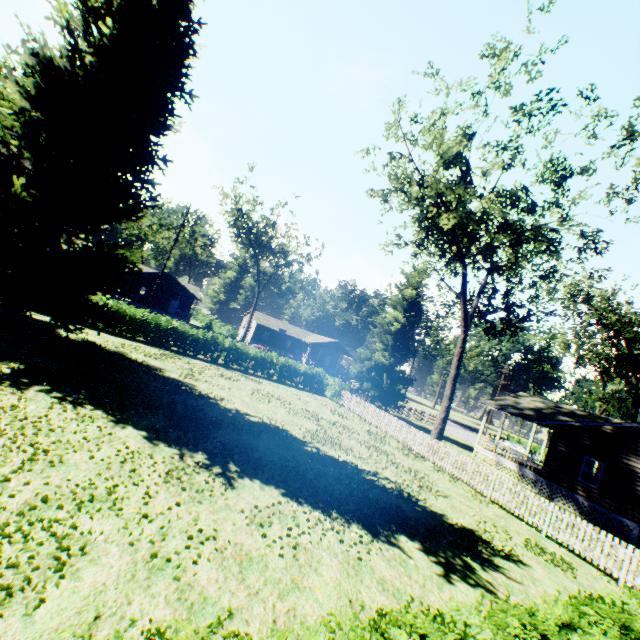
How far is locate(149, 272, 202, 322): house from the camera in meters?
46.4 m

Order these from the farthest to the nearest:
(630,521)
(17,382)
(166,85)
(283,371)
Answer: (283,371) → (630,521) → (166,85) → (17,382)

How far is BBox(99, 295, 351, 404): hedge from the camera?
23.2 meters

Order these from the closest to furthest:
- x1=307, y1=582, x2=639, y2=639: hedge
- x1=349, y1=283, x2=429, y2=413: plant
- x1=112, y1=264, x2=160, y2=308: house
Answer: x1=307, y1=582, x2=639, y2=639: hedge, x1=349, y1=283, x2=429, y2=413: plant, x1=112, y1=264, x2=160, y2=308: house

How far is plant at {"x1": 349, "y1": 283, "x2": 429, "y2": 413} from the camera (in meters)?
32.59

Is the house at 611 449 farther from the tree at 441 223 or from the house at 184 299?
the house at 184 299

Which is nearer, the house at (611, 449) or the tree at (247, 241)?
the house at (611, 449)
